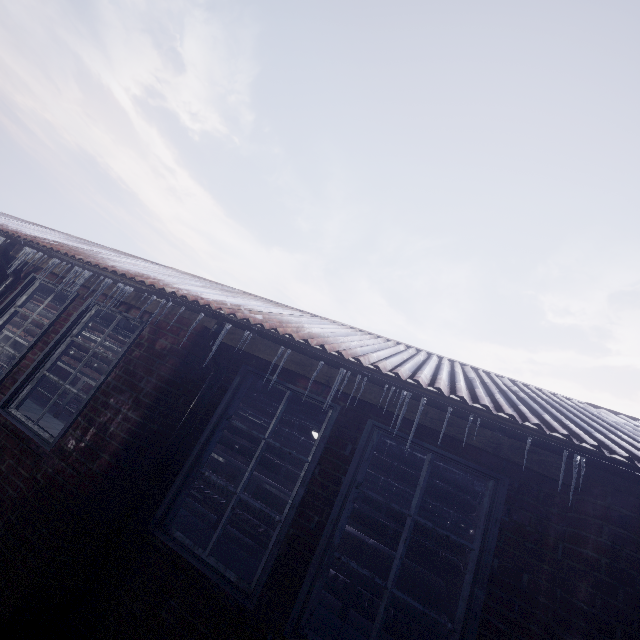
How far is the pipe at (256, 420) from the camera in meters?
5.6 m

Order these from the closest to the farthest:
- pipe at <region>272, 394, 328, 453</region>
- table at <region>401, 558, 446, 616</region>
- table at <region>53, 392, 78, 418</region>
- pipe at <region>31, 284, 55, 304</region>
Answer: pipe at <region>272, 394, 328, 453</region>, table at <region>401, 558, 446, 616</region>, pipe at <region>31, 284, 55, 304</region>, table at <region>53, 392, 78, 418</region>

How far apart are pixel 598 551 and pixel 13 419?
4.3 meters

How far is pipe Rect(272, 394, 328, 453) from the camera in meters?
3.2

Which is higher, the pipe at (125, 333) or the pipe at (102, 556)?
the pipe at (125, 333)

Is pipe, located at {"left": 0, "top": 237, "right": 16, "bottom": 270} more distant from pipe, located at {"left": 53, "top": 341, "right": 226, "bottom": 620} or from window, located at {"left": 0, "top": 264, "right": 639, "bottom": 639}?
pipe, located at {"left": 53, "top": 341, "right": 226, "bottom": 620}

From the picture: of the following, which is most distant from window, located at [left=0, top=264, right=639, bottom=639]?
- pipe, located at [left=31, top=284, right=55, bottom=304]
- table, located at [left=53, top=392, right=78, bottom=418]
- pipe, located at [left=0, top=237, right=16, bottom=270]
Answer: table, located at [left=53, top=392, right=78, bottom=418]
